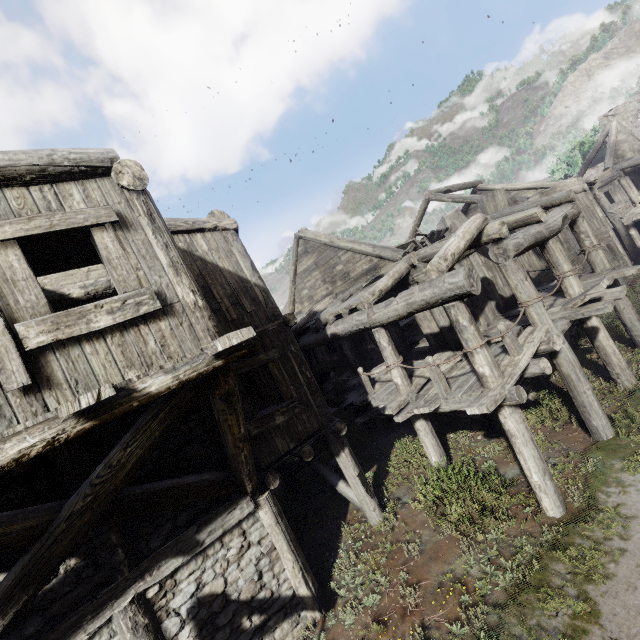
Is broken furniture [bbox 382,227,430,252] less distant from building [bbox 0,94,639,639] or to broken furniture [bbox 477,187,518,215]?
building [bbox 0,94,639,639]

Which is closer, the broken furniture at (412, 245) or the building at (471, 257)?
the building at (471, 257)

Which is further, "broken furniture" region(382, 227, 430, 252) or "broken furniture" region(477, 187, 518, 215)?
"broken furniture" region(477, 187, 518, 215)

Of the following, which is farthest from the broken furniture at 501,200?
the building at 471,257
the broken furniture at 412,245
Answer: the broken furniture at 412,245

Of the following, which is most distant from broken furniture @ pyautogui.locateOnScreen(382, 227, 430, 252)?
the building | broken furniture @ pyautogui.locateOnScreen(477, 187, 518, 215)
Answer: broken furniture @ pyautogui.locateOnScreen(477, 187, 518, 215)

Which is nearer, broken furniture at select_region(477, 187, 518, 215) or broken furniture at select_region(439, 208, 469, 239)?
broken furniture at select_region(477, 187, 518, 215)

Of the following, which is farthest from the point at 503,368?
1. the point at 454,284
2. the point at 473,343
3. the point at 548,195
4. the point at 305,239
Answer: the point at 548,195
